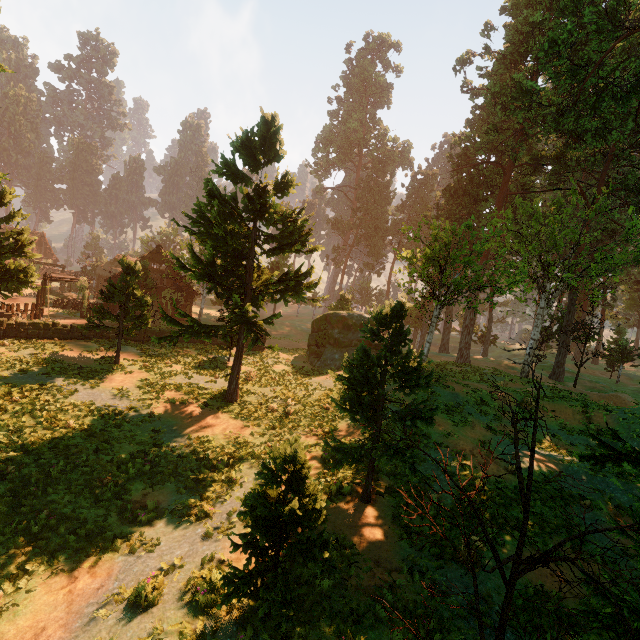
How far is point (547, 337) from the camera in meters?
38.8

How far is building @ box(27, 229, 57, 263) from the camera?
54.72m

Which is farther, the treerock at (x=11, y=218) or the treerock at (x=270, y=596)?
the treerock at (x=11, y=218)

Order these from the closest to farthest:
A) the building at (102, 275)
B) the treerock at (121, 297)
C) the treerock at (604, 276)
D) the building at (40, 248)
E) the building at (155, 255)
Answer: the treerock at (604, 276) → the treerock at (121, 297) → the building at (155, 255) → the building at (102, 275) → the building at (40, 248)

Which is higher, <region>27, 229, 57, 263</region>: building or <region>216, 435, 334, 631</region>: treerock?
<region>27, 229, 57, 263</region>: building

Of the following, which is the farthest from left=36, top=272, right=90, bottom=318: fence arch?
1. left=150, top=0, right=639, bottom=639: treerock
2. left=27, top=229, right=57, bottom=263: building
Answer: left=150, top=0, right=639, bottom=639: treerock

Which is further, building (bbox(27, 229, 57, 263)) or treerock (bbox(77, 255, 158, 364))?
building (bbox(27, 229, 57, 263))
